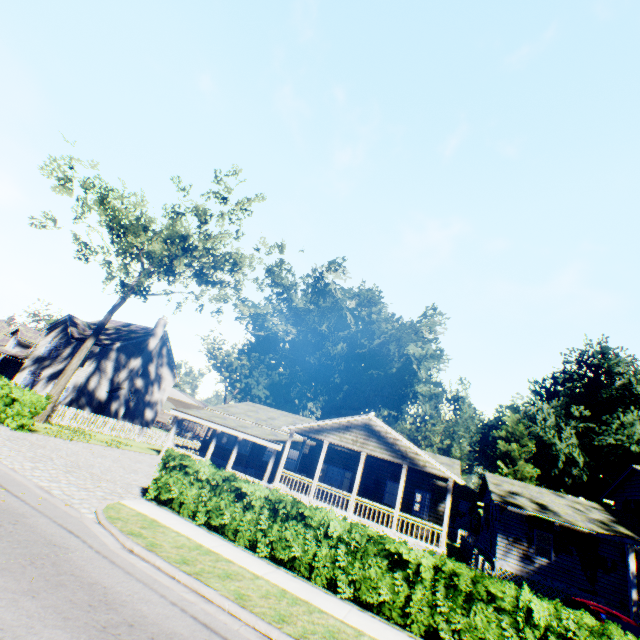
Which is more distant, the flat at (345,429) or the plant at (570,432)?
the plant at (570,432)

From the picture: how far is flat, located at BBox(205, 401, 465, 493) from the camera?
18.5m

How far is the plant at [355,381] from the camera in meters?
51.7 m

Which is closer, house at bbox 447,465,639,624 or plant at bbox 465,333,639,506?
house at bbox 447,465,639,624

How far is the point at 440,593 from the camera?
8.08m

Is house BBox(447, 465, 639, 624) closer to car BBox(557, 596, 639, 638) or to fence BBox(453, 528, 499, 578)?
fence BBox(453, 528, 499, 578)

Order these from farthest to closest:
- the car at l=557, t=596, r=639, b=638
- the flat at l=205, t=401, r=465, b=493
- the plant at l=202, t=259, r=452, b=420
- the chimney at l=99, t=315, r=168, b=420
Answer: the plant at l=202, t=259, r=452, b=420, the chimney at l=99, t=315, r=168, b=420, the flat at l=205, t=401, r=465, b=493, the car at l=557, t=596, r=639, b=638

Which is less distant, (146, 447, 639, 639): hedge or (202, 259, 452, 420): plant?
(146, 447, 639, 639): hedge
